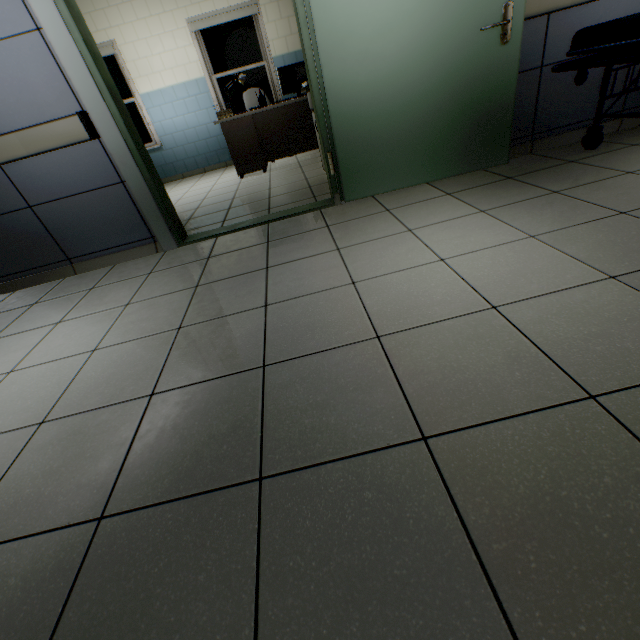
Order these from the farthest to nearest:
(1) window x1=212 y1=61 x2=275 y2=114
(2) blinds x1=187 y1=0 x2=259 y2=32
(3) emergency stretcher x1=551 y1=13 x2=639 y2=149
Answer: (1) window x1=212 y1=61 x2=275 y2=114 → (2) blinds x1=187 y1=0 x2=259 y2=32 → (3) emergency stretcher x1=551 y1=13 x2=639 y2=149

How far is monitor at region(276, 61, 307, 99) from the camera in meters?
4.7

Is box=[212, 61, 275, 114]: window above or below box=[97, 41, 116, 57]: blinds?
below

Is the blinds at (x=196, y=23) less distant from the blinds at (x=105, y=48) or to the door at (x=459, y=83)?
the blinds at (x=105, y=48)

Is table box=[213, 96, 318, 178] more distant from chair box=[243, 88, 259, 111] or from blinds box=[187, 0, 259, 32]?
blinds box=[187, 0, 259, 32]

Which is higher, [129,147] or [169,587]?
[129,147]

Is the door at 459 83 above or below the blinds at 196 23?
below

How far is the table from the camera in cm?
491
